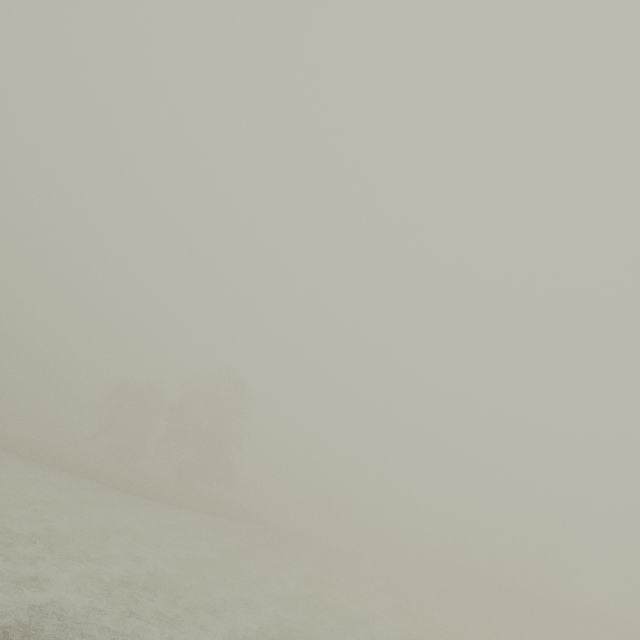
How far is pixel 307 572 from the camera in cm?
2092
